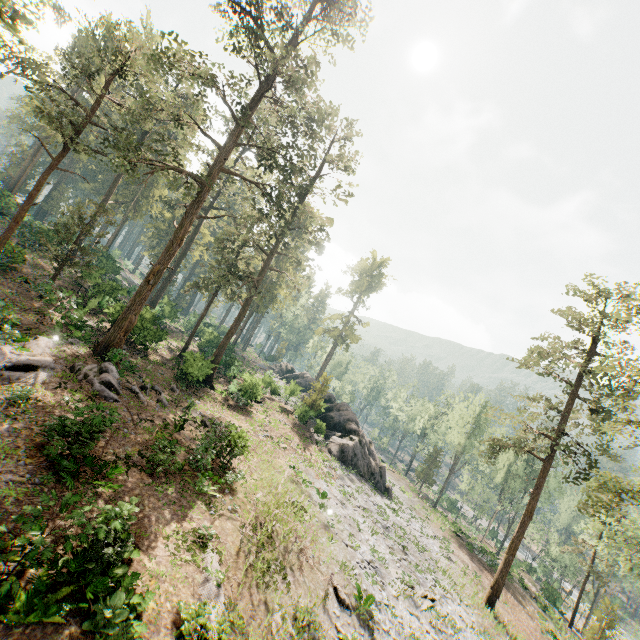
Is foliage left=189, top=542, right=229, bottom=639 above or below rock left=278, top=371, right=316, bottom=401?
below

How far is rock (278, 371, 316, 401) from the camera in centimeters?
4015cm

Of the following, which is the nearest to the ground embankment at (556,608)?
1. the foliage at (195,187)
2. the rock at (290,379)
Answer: the foliage at (195,187)

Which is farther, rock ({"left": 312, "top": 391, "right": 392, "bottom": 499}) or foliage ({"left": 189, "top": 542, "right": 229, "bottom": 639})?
rock ({"left": 312, "top": 391, "right": 392, "bottom": 499})

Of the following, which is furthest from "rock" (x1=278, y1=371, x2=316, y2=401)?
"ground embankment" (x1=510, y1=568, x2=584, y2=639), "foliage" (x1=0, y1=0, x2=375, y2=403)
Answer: "ground embankment" (x1=510, y1=568, x2=584, y2=639)

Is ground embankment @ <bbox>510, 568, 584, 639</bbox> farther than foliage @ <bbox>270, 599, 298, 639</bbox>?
Yes

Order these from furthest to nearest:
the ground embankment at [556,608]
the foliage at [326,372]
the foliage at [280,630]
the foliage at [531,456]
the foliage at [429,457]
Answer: the foliage at [429,457] < the foliage at [326,372] < the ground embankment at [556,608] < the foliage at [531,456] < the foliage at [280,630]

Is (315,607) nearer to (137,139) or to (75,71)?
(75,71)
